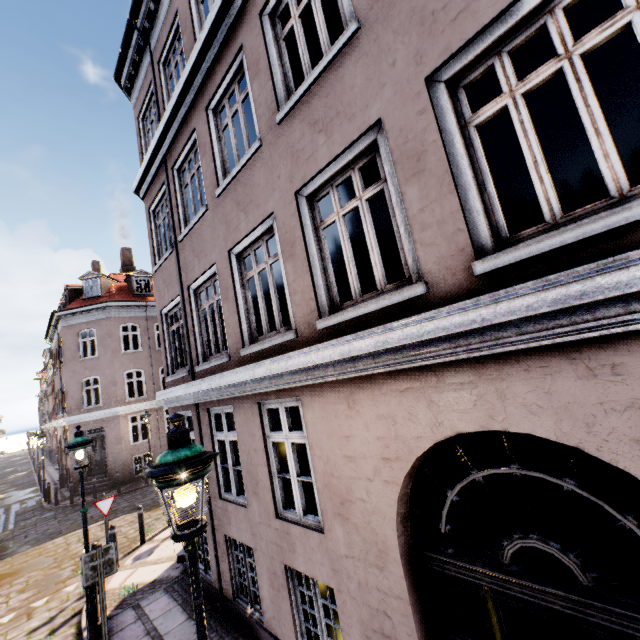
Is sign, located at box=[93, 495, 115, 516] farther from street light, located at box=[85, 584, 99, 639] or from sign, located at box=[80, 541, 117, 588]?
sign, located at box=[80, 541, 117, 588]

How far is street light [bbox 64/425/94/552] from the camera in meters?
6.4

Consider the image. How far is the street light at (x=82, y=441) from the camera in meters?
6.4 m

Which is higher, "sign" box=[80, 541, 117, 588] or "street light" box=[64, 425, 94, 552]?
"street light" box=[64, 425, 94, 552]

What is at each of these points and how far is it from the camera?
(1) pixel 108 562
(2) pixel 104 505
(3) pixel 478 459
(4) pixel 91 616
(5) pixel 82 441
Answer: (1) sign, 5.51m
(2) sign, 8.88m
(3) building, 8.99m
(4) street light, 6.09m
(5) street light, 6.56m

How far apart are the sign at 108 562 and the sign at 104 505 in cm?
420

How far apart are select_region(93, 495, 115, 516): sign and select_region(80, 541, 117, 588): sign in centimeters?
420cm
